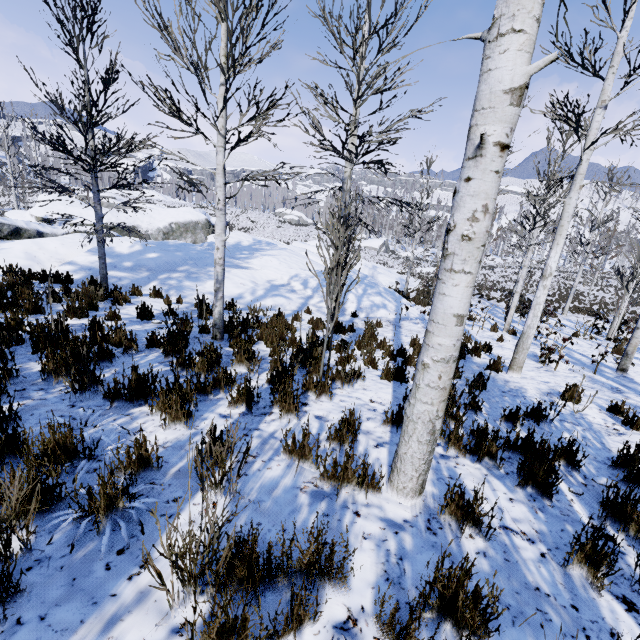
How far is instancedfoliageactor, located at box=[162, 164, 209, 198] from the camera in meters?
4.5 m

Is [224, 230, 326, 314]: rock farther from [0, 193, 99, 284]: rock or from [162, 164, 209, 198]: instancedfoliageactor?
[0, 193, 99, 284]: rock

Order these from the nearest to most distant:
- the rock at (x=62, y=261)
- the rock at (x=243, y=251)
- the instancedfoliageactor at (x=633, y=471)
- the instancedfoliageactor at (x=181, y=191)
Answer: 1. the instancedfoliageactor at (x=633, y=471)
2. the instancedfoliageactor at (x=181, y=191)
3. the rock at (x=62, y=261)
4. the rock at (x=243, y=251)

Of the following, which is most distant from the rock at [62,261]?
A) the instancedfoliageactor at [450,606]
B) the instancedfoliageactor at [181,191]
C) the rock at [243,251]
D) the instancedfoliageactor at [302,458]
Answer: the instancedfoliageactor at [450,606]

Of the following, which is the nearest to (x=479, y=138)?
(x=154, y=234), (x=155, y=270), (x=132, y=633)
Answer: (x=132, y=633)

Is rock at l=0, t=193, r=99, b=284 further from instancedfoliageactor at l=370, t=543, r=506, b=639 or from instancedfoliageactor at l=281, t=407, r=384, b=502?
instancedfoliageactor at l=370, t=543, r=506, b=639

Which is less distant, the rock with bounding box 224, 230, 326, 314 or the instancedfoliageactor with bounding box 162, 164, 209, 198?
the instancedfoliageactor with bounding box 162, 164, 209, 198

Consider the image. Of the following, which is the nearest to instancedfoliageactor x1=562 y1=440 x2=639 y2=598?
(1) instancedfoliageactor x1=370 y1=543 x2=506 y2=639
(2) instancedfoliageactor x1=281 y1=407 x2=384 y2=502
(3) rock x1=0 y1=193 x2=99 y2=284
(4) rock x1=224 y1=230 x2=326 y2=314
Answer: (2) instancedfoliageactor x1=281 y1=407 x2=384 y2=502
